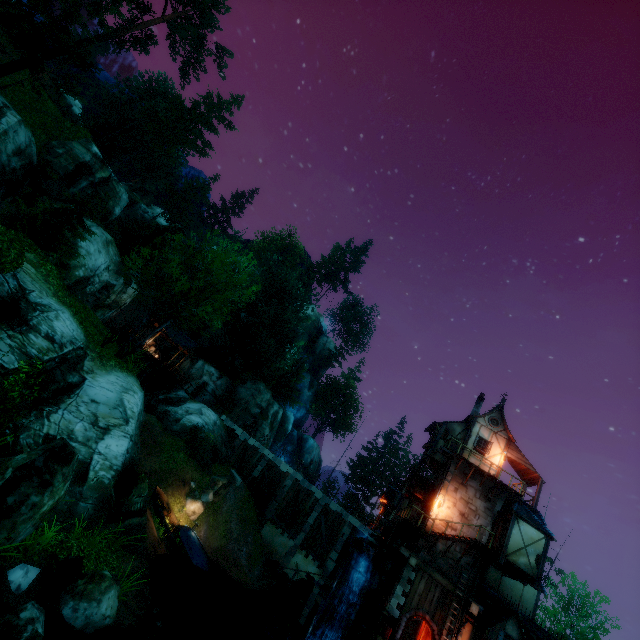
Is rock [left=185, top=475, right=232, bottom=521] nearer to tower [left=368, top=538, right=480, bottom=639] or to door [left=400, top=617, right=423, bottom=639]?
tower [left=368, top=538, right=480, bottom=639]

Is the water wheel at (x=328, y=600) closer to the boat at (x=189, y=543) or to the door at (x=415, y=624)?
the door at (x=415, y=624)

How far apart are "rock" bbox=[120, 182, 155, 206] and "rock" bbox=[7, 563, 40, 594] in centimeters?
6134cm

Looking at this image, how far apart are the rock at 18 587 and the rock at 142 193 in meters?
61.3 m

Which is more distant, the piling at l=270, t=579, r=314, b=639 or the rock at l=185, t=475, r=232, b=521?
the rock at l=185, t=475, r=232, b=521

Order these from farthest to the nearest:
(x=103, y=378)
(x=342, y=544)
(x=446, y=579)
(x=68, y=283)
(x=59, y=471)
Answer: (x=342, y=544) < (x=68, y=283) < (x=446, y=579) < (x=103, y=378) < (x=59, y=471)

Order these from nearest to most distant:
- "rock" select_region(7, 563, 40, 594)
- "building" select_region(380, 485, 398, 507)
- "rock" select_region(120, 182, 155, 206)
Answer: "rock" select_region(7, 563, 40, 594)
"building" select_region(380, 485, 398, 507)
"rock" select_region(120, 182, 155, 206)

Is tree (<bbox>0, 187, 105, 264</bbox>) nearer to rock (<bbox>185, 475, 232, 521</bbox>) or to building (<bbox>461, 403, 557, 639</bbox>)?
building (<bbox>461, 403, 557, 639</bbox>)
